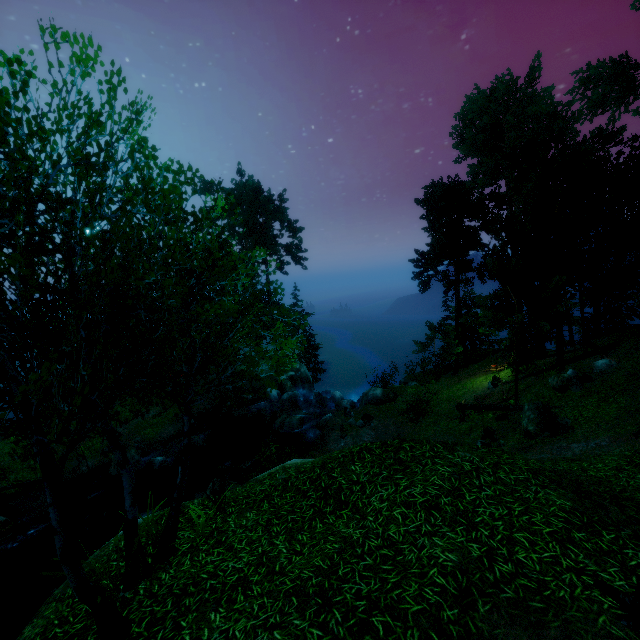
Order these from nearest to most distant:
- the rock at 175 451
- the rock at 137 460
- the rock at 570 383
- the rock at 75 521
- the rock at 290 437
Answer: the rock at 570 383
the rock at 75 521
the rock at 137 460
the rock at 175 451
the rock at 290 437

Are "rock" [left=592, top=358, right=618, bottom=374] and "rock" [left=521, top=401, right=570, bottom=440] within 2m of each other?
no

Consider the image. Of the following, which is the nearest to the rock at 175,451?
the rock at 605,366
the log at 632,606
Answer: the log at 632,606

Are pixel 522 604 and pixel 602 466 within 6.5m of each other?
yes

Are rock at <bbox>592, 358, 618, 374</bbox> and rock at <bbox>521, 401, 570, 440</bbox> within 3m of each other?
no

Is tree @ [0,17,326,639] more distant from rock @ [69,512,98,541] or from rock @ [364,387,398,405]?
rock @ [69,512,98,541]

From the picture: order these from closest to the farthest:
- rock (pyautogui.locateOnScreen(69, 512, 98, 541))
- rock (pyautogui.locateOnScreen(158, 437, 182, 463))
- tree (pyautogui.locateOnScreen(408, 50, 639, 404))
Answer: tree (pyautogui.locateOnScreen(408, 50, 639, 404)) → rock (pyautogui.locateOnScreen(69, 512, 98, 541)) → rock (pyautogui.locateOnScreen(158, 437, 182, 463))

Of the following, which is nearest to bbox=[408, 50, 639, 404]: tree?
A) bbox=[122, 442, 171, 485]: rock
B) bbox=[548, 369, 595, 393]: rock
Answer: bbox=[548, 369, 595, 393]: rock
